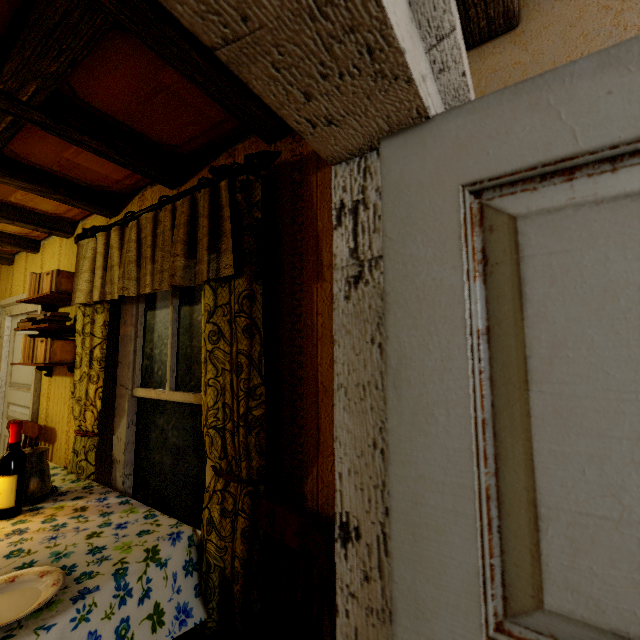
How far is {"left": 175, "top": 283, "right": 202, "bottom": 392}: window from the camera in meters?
1.9 m

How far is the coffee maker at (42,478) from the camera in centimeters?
A: 179cm

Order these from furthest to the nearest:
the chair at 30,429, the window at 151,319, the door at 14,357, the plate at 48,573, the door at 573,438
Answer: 1. the door at 14,357
2. the chair at 30,429
3. the window at 151,319
4. the plate at 48,573
5. the door at 573,438

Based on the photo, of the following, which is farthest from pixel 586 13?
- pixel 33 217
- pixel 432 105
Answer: pixel 33 217

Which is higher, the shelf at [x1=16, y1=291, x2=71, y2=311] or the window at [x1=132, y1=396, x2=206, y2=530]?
the shelf at [x1=16, y1=291, x2=71, y2=311]

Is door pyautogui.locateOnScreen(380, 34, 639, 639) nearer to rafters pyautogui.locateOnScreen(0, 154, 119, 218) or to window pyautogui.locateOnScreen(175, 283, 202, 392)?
rafters pyautogui.locateOnScreen(0, 154, 119, 218)

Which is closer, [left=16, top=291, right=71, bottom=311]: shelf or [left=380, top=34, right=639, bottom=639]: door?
[left=380, top=34, right=639, bottom=639]: door

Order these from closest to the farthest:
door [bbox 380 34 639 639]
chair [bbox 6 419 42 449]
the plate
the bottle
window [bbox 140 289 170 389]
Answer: door [bbox 380 34 639 639]
the plate
the bottle
window [bbox 140 289 170 389]
chair [bbox 6 419 42 449]
